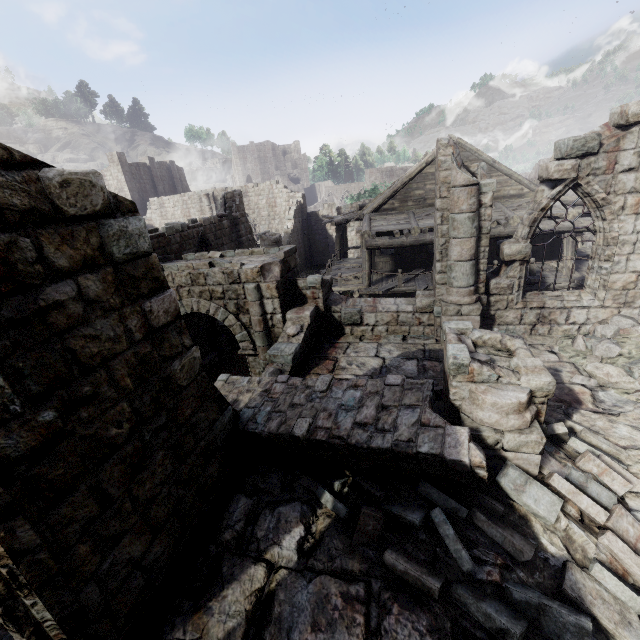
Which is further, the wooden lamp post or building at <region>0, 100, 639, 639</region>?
the wooden lamp post

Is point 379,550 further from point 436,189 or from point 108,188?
point 108,188

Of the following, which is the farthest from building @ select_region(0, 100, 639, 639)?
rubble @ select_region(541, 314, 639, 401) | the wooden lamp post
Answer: the wooden lamp post

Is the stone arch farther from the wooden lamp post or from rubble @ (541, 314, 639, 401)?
rubble @ (541, 314, 639, 401)

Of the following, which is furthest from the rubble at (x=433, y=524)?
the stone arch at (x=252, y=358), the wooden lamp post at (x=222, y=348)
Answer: the wooden lamp post at (x=222, y=348)

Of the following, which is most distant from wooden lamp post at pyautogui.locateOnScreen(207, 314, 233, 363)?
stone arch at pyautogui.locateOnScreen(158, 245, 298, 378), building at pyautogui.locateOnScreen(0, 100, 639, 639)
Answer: building at pyautogui.locateOnScreen(0, 100, 639, 639)

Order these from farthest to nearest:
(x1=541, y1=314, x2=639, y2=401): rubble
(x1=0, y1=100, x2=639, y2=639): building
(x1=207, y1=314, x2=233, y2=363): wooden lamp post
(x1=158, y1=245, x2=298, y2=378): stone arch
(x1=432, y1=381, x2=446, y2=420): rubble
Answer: (x1=207, y1=314, x2=233, y2=363): wooden lamp post → (x1=158, y1=245, x2=298, y2=378): stone arch → (x1=541, y1=314, x2=639, y2=401): rubble → (x1=432, y1=381, x2=446, y2=420): rubble → (x1=0, y1=100, x2=639, y2=639): building

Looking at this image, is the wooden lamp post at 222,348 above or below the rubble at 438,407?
below
